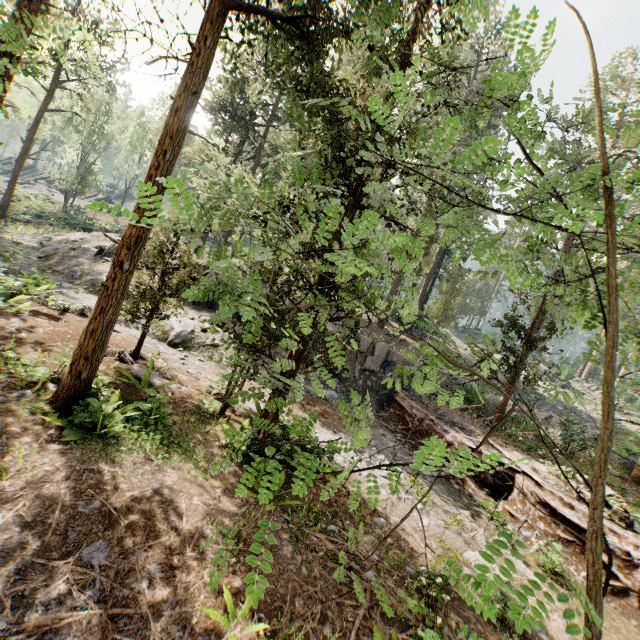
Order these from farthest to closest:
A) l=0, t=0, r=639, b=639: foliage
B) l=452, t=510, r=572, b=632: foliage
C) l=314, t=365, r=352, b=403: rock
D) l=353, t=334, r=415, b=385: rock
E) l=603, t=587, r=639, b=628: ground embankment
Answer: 1. l=353, t=334, r=415, b=385: rock
2. l=314, t=365, r=352, b=403: rock
3. l=603, t=587, r=639, b=628: ground embankment
4. l=0, t=0, r=639, b=639: foliage
5. l=452, t=510, r=572, b=632: foliage

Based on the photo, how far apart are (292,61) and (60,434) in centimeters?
1056cm

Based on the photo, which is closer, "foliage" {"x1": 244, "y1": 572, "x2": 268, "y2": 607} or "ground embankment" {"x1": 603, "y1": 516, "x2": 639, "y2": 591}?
"foliage" {"x1": 244, "y1": 572, "x2": 268, "y2": 607}

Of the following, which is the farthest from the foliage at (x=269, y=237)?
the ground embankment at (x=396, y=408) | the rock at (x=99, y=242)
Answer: the rock at (x=99, y=242)

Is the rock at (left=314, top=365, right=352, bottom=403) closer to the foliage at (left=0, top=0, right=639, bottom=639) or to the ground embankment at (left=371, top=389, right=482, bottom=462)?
the ground embankment at (left=371, top=389, right=482, bottom=462)

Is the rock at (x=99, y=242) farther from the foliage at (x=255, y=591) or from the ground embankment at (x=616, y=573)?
the foliage at (x=255, y=591)

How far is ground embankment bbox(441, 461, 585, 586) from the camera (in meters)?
10.30

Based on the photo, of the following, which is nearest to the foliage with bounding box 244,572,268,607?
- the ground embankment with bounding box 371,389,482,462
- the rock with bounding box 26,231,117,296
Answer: the ground embankment with bounding box 371,389,482,462
